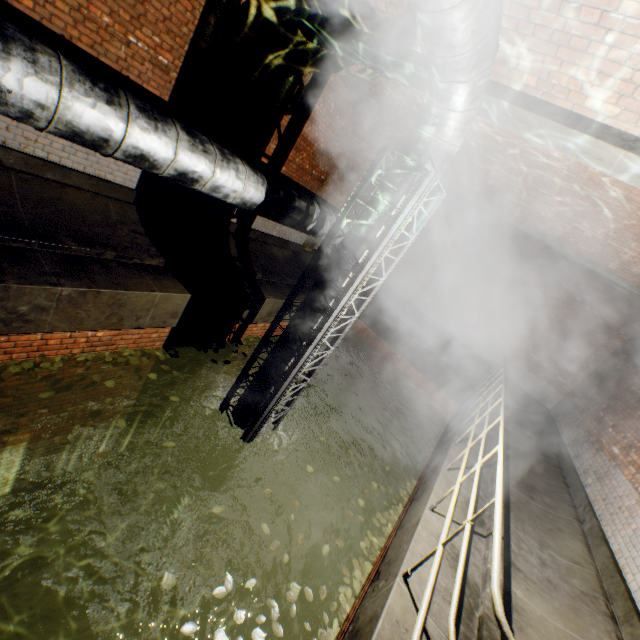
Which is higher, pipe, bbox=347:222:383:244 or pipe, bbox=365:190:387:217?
pipe, bbox=365:190:387:217

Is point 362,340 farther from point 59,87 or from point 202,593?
point 59,87

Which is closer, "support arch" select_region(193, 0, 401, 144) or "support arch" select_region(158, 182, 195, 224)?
"support arch" select_region(193, 0, 401, 144)

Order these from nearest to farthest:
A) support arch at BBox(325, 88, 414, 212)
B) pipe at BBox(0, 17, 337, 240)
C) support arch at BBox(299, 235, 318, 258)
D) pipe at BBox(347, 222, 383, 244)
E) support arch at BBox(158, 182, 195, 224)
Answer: pipe at BBox(0, 17, 337, 240)
pipe at BBox(347, 222, 383, 244)
support arch at BBox(158, 182, 195, 224)
support arch at BBox(325, 88, 414, 212)
support arch at BBox(299, 235, 318, 258)

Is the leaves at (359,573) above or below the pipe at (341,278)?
below

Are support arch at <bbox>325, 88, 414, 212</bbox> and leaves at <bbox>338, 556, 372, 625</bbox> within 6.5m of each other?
no

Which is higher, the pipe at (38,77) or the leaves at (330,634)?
the pipe at (38,77)

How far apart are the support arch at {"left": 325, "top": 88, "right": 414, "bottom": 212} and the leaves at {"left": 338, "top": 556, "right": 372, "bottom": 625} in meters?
8.2 m
